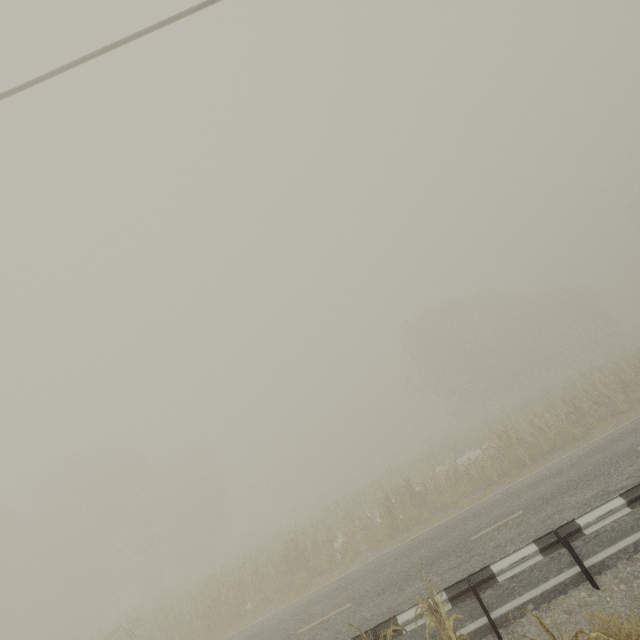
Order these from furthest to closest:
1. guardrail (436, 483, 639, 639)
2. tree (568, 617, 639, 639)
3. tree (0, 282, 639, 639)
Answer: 1. tree (0, 282, 639, 639)
2. guardrail (436, 483, 639, 639)
3. tree (568, 617, 639, 639)

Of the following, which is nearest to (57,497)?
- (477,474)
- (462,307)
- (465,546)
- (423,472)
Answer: (423,472)

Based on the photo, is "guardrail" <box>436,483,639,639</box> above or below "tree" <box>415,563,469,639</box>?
below

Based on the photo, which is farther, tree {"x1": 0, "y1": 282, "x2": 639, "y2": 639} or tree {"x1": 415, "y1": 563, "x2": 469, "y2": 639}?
tree {"x1": 0, "y1": 282, "x2": 639, "y2": 639}

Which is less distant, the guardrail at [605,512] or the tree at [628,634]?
the tree at [628,634]

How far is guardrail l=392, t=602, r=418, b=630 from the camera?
6.19m

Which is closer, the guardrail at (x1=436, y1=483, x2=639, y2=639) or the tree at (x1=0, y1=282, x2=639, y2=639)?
the guardrail at (x1=436, y1=483, x2=639, y2=639)
